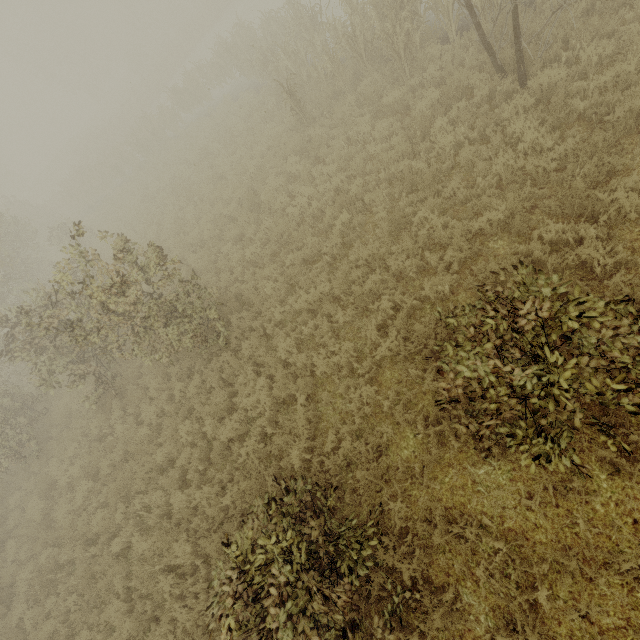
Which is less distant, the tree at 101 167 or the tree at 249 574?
the tree at 249 574

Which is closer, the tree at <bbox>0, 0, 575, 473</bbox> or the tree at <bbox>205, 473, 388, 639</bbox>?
the tree at <bbox>205, 473, 388, 639</bbox>

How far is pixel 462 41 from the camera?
8.84m
